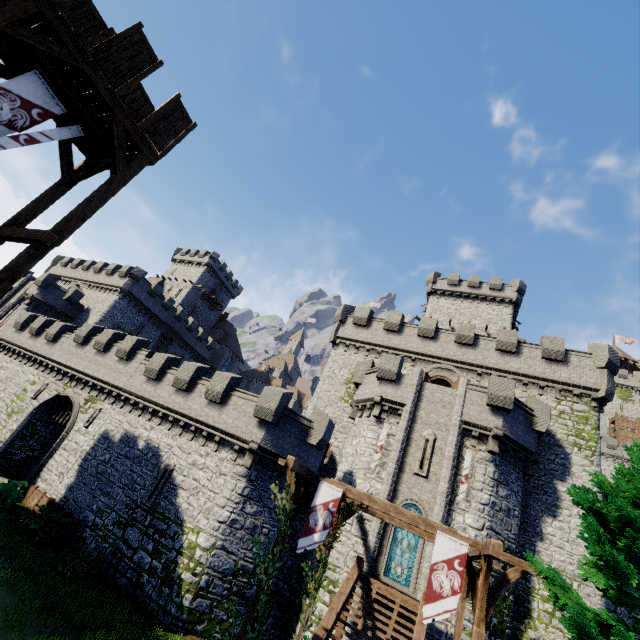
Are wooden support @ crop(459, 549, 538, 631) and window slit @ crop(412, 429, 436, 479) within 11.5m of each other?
yes

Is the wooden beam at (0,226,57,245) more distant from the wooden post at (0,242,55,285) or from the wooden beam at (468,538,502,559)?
the wooden beam at (468,538,502,559)

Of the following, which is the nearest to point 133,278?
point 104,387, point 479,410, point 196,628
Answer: point 104,387

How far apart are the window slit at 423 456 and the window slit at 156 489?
13.98m

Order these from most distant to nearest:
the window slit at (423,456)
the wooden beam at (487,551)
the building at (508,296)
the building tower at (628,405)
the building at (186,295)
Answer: the building tower at (628,405)
the building at (186,295)
the building at (508,296)
the window slit at (423,456)
the wooden beam at (487,551)

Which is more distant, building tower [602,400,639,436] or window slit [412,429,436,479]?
building tower [602,400,639,436]

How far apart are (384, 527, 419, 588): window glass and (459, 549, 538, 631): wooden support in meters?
8.7 m

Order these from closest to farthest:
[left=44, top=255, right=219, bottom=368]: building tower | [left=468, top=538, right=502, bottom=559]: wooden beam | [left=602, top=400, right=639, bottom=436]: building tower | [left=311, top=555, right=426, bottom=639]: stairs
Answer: [left=468, top=538, right=502, bottom=559]: wooden beam < [left=311, top=555, right=426, bottom=639]: stairs < [left=44, top=255, right=219, bottom=368]: building tower < [left=602, top=400, right=639, bottom=436]: building tower
